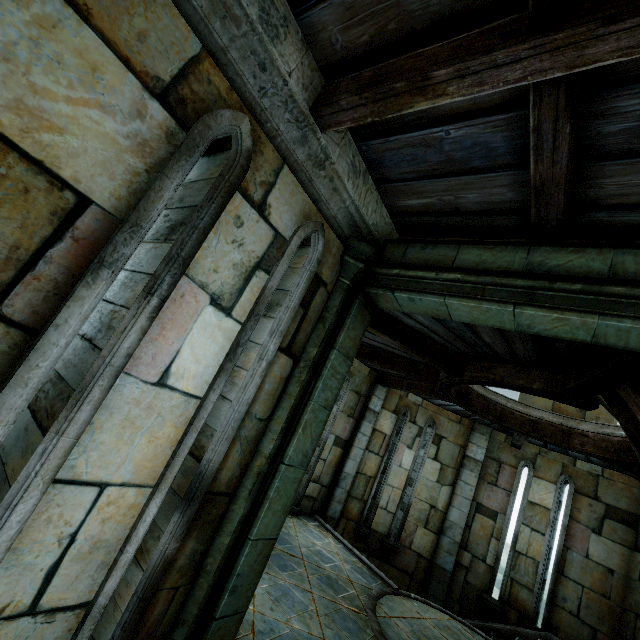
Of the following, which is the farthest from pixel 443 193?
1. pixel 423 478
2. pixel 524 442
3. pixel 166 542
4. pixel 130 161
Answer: pixel 423 478
